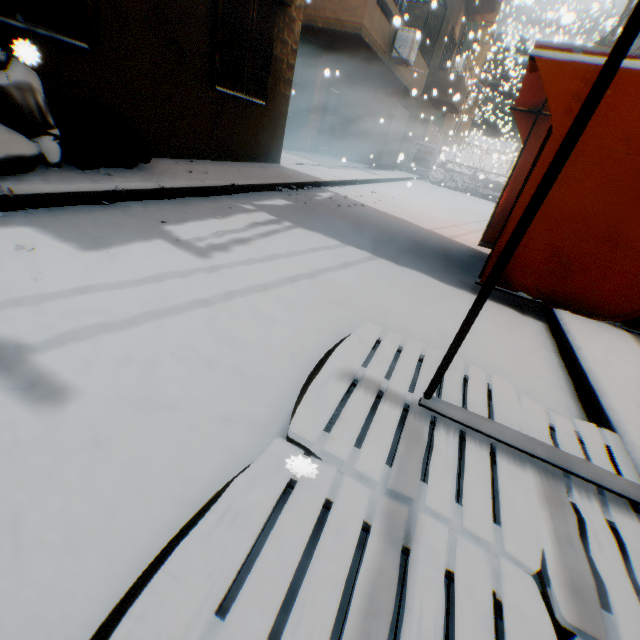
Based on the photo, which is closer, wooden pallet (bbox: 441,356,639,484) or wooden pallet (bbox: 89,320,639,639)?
wooden pallet (bbox: 89,320,639,639)

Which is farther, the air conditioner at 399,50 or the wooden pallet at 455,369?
the air conditioner at 399,50

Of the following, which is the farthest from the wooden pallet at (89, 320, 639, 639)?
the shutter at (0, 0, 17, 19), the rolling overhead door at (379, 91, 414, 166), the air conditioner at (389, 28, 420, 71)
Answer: the rolling overhead door at (379, 91, 414, 166)

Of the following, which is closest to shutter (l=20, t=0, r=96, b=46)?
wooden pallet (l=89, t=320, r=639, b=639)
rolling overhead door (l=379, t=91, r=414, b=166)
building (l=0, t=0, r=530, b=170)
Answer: building (l=0, t=0, r=530, b=170)

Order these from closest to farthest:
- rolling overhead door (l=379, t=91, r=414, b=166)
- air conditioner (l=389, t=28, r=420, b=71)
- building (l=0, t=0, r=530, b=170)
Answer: building (l=0, t=0, r=530, b=170), air conditioner (l=389, t=28, r=420, b=71), rolling overhead door (l=379, t=91, r=414, b=166)

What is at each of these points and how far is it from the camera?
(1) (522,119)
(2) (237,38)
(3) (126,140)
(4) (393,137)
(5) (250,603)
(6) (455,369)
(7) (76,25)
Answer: (1) tent, 5.0 meters
(2) shutter, 5.6 meters
(3) trash bag, 4.0 meters
(4) rolling overhead door, 16.3 meters
(5) wooden pallet, 0.8 meters
(6) wooden pallet, 2.1 meters
(7) shutter, 3.6 meters

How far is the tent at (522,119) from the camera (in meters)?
4.98

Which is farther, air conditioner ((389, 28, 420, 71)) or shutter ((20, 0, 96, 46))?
air conditioner ((389, 28, 420, 71))
